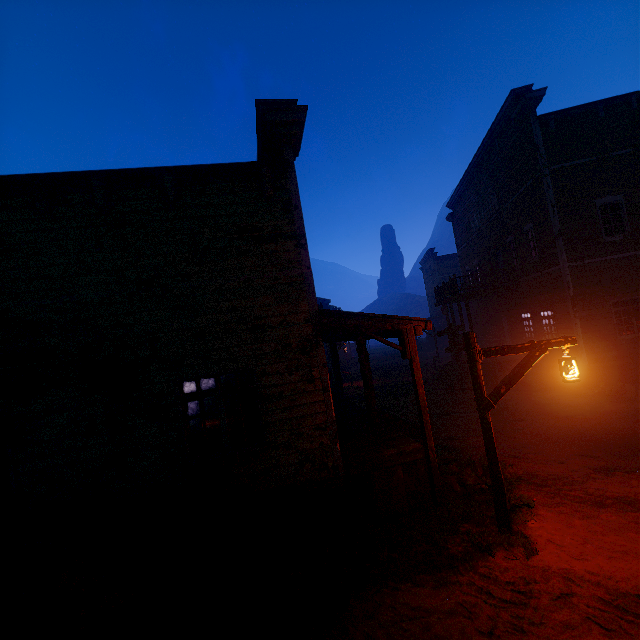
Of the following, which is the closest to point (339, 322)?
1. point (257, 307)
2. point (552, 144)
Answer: point (257, 307)

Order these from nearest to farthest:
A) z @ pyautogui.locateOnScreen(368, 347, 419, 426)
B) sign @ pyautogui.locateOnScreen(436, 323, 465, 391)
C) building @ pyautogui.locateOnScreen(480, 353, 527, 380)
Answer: z @ pyautogui.locateOnScreen(368, 347, 419, 426), sign @ pyautogui.locateOnScreen(436, 323, 465, 391), building @ pyautogui.locateOnScreen(480, 353, 527, 380)

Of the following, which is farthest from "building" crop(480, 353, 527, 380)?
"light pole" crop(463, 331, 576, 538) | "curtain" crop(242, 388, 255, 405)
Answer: "light pole" crop(463, 331, 576, 538)

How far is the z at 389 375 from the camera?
13.9 meters

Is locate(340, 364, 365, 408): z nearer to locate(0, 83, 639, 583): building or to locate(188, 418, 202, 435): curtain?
locate(0, 83, 639, 583): building

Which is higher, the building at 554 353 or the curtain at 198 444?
the curtain at 198 444

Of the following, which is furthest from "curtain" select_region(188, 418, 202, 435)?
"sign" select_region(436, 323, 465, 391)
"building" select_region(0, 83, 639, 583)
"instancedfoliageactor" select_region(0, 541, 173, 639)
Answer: "sign" select_region(436, 323, 465, 391)

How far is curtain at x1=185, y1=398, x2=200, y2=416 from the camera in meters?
5.9
